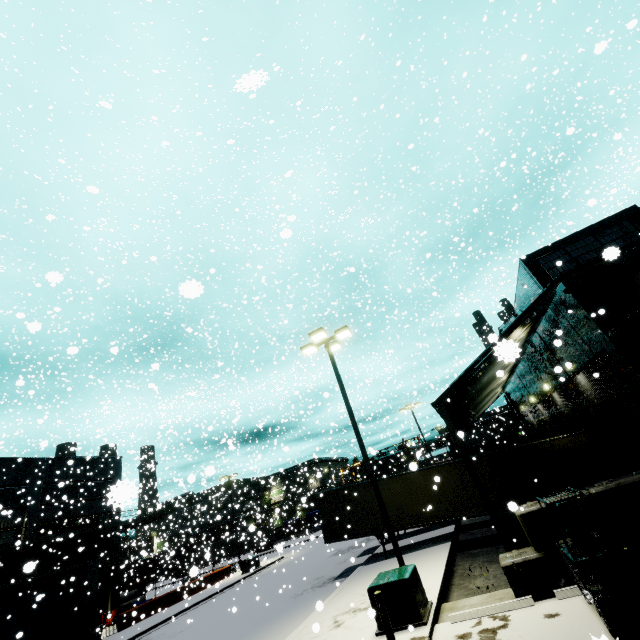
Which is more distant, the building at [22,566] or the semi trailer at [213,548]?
the semi trailer at [213,548]

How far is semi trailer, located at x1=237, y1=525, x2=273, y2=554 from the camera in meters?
33.6 m

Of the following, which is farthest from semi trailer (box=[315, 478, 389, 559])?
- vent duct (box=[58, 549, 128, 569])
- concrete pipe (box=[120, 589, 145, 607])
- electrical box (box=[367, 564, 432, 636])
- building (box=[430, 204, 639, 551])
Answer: concrete pipe (box=[120, 589, 145, 607])

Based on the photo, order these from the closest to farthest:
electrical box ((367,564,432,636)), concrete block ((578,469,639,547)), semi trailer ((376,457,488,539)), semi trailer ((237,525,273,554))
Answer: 1. concrete block ((578,469,639,547))
2. electrical box ((367,564,432,636))
3. semi trailer ((376,457,488,539))
4. semi trailer ((237,525,273,554))

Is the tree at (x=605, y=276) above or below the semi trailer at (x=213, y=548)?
above

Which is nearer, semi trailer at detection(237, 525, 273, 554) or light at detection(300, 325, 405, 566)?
Result: light at detection(300, 325, 405, 566)

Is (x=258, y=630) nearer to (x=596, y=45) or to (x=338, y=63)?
(x=338, y=63)

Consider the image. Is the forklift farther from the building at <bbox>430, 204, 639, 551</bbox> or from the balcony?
the balcony
